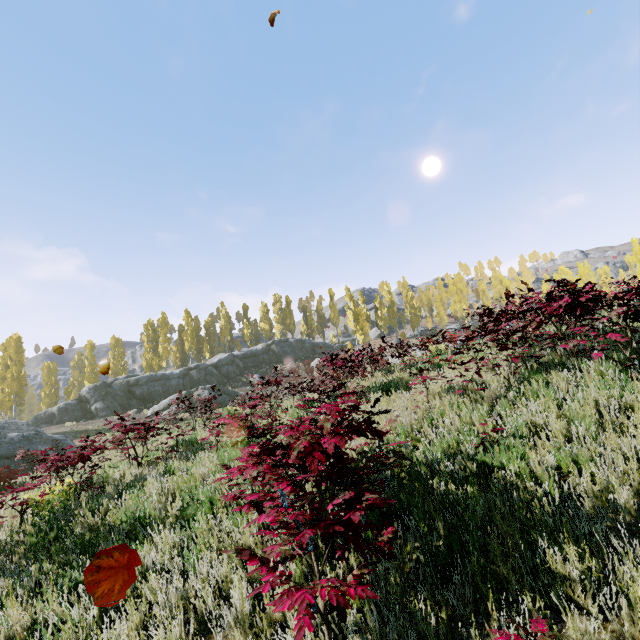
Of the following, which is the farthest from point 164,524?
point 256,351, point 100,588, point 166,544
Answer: point 256,351

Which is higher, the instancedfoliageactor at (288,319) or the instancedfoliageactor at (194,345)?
the instancedfoliageactor at (288,319)

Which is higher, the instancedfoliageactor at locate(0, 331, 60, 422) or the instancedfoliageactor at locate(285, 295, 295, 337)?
the instancedfoliageactor at locate(285, 295, 295, 337)

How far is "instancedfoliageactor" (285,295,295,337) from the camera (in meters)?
58.16

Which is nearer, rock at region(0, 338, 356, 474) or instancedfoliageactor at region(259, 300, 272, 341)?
rock at region(0, 338, 356, 474)

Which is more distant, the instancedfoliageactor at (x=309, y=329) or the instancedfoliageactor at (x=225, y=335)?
the instancedfoliageactor at (x=309, y=329)
